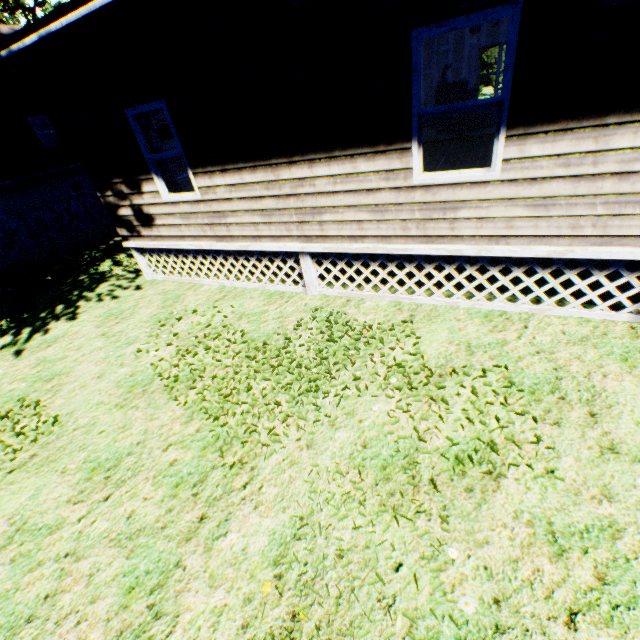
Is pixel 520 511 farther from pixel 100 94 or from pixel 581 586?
pixel 100 94

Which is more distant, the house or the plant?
the plant

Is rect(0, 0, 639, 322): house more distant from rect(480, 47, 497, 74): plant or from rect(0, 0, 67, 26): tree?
rect(0, 0, 67, 26): tree

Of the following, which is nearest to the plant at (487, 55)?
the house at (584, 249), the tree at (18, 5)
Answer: the house at (584, 249)

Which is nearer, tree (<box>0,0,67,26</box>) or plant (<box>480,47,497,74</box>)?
tree (<box>0,0,67,26</box>)
